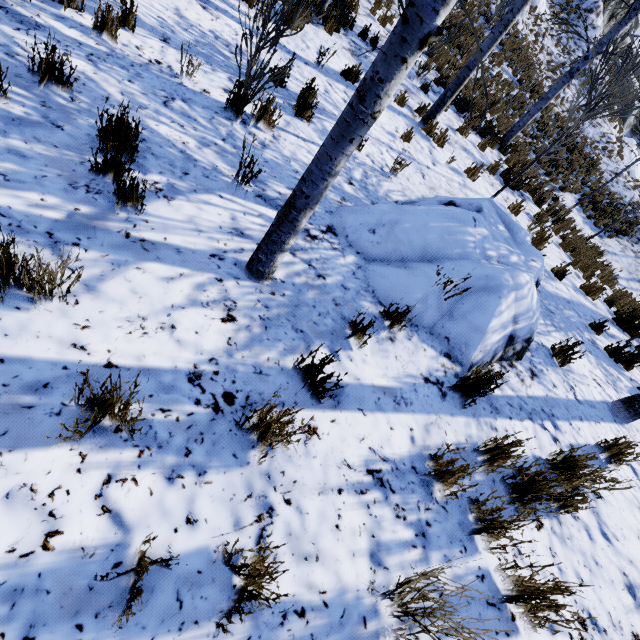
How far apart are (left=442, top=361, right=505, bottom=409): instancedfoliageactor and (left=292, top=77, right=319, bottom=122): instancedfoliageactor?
4.21m

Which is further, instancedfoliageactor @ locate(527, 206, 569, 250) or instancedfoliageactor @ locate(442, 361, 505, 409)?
instancedfoliageactor @ locate(527, 206, 569, 250)

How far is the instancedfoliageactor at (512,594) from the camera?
1.9m

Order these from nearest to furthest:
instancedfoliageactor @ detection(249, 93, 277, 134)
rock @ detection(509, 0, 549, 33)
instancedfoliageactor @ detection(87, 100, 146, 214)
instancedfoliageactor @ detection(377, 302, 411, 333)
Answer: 1. instancedfoliageactor @ detection(87, 100, 146, 214)
2. instancedfoliageactor @ detection(377, 302, 411, 333)
3. instancedfoliageactor @ detection(249, 93, 277, 134)
4. rock @ detection(509, 0, 549, 33)

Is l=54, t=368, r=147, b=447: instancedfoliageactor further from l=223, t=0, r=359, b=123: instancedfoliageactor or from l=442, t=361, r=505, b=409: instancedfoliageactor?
l=442, t=361, r=505, b=409: instancedfoliageactor

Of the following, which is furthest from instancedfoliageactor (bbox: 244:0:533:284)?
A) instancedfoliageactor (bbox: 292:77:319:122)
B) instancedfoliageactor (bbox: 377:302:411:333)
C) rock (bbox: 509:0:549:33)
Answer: rock (bbox: 509:0:549:33)

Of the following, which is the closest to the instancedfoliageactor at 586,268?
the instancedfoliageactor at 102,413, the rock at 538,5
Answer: the instancedfoliageactor at 102,413

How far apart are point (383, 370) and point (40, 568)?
2.32m
